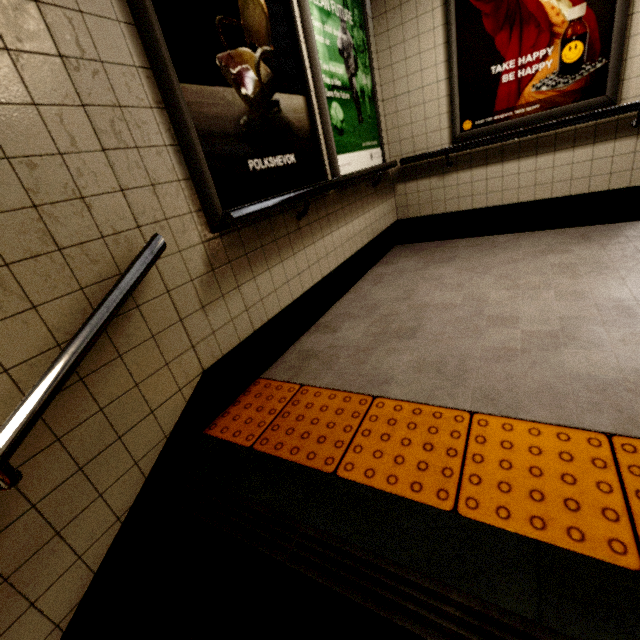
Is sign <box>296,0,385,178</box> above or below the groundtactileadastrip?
above

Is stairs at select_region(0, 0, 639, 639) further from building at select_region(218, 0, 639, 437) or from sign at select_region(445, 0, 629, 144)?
sign at select_region(445, 0, 629, 144)

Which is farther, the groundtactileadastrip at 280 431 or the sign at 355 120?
the sign at 355 120

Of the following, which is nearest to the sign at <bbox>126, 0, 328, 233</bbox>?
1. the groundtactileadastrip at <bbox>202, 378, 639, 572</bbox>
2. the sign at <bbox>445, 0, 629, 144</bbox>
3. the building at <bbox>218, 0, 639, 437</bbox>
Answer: the building at <bbox>218, 0, 639, 437</bbox>

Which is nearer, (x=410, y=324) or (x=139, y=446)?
(x=139, y=446)

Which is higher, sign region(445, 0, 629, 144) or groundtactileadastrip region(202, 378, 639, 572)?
sign region(445, 0, 629, 144)

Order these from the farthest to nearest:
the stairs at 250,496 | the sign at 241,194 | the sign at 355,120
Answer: the sign at 355,120 < the sign at 241,194 < the stairs at 250,496

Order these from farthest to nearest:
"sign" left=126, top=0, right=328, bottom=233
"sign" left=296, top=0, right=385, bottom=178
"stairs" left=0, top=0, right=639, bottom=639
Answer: "sign" left=296, top=0, right=385, bottom=178 < "sign" left=126, top=0, right=328, bottom=233 < "stairs" left=0, top=0, right=639, bottom=639
